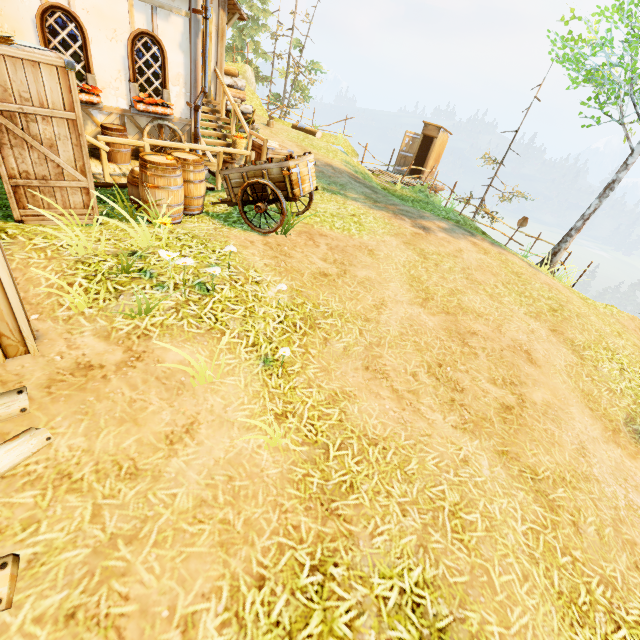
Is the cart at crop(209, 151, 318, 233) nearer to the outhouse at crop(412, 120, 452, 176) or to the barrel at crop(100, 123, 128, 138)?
the barrel at crop(100, 123, 128, 138)

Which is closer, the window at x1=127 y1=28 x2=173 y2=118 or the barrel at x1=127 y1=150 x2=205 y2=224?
the barrel at x1=127 y1=150 x2=205 y2=224

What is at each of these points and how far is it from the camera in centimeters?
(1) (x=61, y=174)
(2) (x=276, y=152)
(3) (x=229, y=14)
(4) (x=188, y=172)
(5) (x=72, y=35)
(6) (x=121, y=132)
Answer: (1) box, 462cm
(2) box, 970cm
(3) building, 1015cm
(4) barrel, 599cm
(5) window, 626cm
(6) barrel, 711cm

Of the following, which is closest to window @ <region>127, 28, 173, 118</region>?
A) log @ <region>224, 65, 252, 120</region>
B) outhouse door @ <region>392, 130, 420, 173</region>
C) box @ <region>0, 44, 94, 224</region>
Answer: box @ <region>0, 44, 94, 224</region>

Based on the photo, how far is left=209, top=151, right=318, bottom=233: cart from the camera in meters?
5.9 m

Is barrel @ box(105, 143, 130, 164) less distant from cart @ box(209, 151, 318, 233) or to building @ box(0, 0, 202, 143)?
building @ box(0, 0, 202, 143)

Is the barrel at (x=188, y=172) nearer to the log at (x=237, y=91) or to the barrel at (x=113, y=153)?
the barrel at (x=113, y=153)

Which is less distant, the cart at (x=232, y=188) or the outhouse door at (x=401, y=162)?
the cart at (x=232, y=188)
